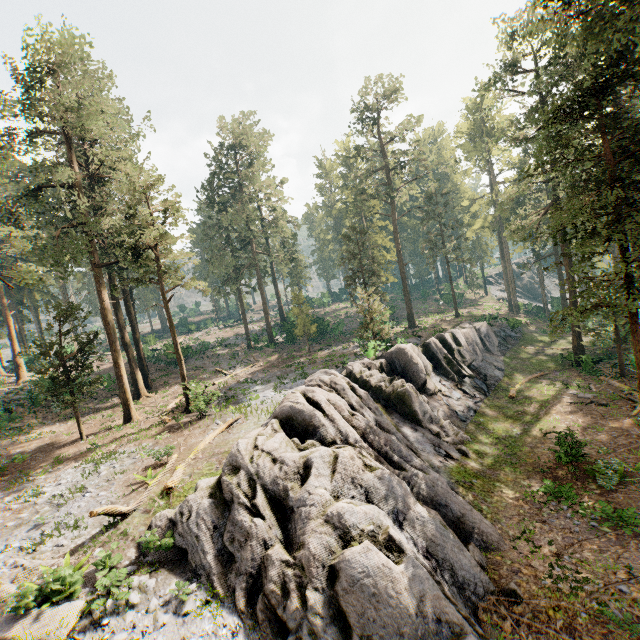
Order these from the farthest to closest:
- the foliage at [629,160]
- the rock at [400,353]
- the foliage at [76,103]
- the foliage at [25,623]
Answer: the foliage at [76,103] → the foliage at [629,160] → the rock at [400,353] → the foliage at [25,623]

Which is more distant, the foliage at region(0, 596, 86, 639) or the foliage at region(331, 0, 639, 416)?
the foliage at region(331, 0, 639, 416)

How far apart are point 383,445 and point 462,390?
14.2m

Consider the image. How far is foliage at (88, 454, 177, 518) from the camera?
11.2m

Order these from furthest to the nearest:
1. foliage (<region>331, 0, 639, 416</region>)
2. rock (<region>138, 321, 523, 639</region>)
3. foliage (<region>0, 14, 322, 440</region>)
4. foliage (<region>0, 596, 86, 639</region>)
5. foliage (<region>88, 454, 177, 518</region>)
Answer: foliage (<region>0, 14, 322, 440</region>), foliage (<region>331, 0, 639, 416</region>), foliage (<region>88, 454, 177, 518</region>), rock (<region>138, 321, 523, 639</region>), foliage (<region>0, 596, 86, 639</region>)

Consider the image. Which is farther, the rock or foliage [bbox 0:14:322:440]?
foliage [bbox 0:14:322:440]

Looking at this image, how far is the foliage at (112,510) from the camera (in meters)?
11.19
